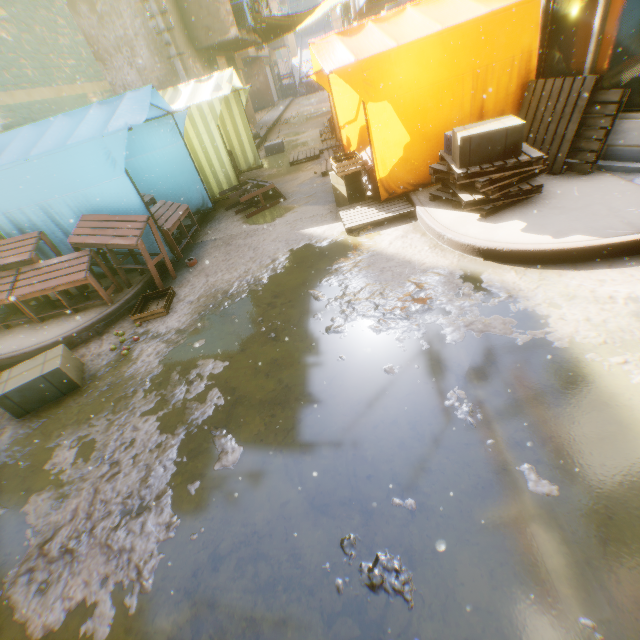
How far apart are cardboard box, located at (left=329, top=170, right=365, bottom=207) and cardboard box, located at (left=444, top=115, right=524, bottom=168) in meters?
0.6 m

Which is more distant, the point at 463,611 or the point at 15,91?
the point at 15,91

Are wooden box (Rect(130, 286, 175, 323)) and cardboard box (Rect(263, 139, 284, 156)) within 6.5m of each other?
no

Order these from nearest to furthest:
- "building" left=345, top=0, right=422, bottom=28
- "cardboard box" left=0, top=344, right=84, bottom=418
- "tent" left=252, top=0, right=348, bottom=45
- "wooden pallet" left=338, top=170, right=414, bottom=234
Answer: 1. "cardboard box" left=0, top=344, right=84, bottom=418
2. "wooden pallet" left=338, top=170, right=414, bottom=234
3. "building" left=345, top=0, right=422, bottom=28
4. "tent" left=252, top=0, right=348, bottom=45

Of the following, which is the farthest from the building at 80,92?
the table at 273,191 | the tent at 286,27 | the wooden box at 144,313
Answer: the wooden box at 144,313

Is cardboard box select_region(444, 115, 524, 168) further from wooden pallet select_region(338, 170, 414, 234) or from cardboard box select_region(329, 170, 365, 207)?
cardboard box select_region(329, 170, 365, 207)

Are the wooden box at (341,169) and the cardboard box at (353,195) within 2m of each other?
yes

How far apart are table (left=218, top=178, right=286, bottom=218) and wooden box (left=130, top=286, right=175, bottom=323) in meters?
2.9 m
